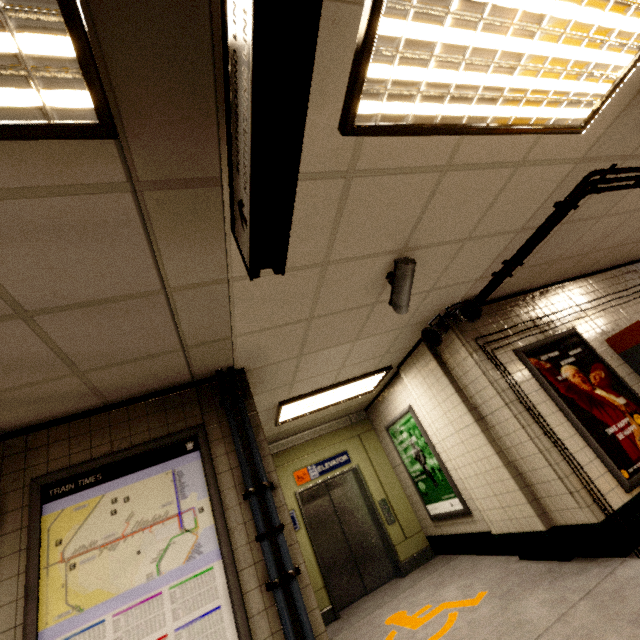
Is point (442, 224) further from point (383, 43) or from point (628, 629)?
point (628, 629)

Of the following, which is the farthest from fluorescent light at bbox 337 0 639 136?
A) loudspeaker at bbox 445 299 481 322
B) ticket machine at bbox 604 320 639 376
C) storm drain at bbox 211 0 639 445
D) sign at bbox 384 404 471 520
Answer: sign at bbox 384 404 471 520

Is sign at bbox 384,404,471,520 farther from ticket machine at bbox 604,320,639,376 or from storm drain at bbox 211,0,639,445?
ticket machine at bbox 604,320,639,376

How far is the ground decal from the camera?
3.7 meters

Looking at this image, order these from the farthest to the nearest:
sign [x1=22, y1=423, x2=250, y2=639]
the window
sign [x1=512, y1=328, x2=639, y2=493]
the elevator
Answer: the elevator < sign [x1=512, y1=328, x2=639, y2=493] < the window < sign [x1=22, y1=423, x2=250, y2=639]

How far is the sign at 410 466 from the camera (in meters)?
5.13

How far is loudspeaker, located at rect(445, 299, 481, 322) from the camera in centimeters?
395cm

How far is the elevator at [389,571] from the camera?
5.8 meters
